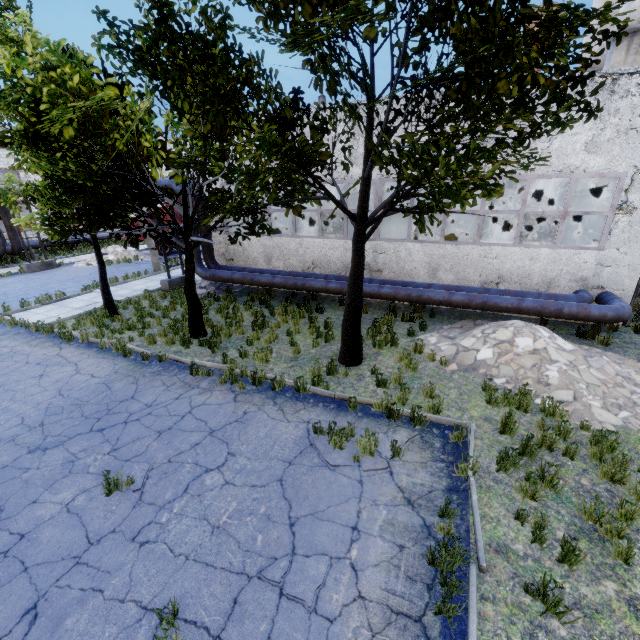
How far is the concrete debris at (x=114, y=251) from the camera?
23.8 meters

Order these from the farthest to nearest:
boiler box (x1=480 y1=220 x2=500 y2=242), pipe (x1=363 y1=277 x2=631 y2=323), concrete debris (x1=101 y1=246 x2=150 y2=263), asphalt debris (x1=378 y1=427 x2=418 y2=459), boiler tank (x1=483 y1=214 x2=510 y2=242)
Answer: concrete debris (x1=101 y1=246 x2=150 y2=263) → boiler tank (x1=483 y1=214 x2=510 y2=242) → boiler box (x1=480 y1=220 x2=500 y2=242) → pipe (x1=363 y1=277 x2=631 y2=323) → asphalt debris (x1=378 y1=427 x2=418 y2=459)

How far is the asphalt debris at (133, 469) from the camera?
5.5 meters

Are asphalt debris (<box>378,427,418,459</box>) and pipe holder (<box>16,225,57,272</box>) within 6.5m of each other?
no

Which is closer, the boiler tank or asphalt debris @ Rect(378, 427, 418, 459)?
asphalt debris @ Rect(378, 427, 418, 459)

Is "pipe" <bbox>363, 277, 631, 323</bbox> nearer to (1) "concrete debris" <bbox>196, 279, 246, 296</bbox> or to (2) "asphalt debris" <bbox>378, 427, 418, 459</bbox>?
(1) "concrete debris" <bbox>196, 279, 246, 296</bbox>

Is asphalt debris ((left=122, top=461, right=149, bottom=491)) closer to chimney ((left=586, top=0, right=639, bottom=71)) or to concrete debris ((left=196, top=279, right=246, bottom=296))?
concrete debris ((left=196, top=279, right=246, bottom=296))

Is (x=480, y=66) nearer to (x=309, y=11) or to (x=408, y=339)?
(x=309, y=11)
